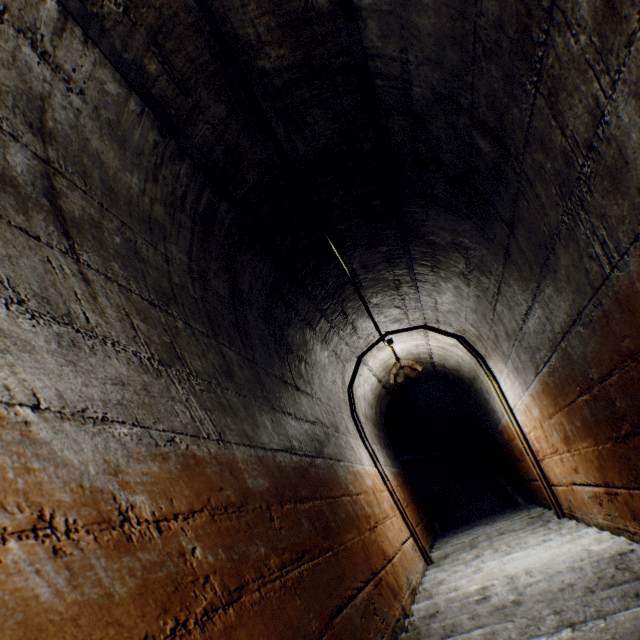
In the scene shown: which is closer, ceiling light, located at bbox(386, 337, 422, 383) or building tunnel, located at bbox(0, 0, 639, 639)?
building tunnel, located at bbox(0, 0, 639, 639)

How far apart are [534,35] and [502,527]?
5.2m

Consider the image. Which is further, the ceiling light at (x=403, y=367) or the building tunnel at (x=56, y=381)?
the ceiling light at (x=403, y=367)

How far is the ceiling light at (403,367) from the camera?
3.9 meters

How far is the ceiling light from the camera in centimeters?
389cm
